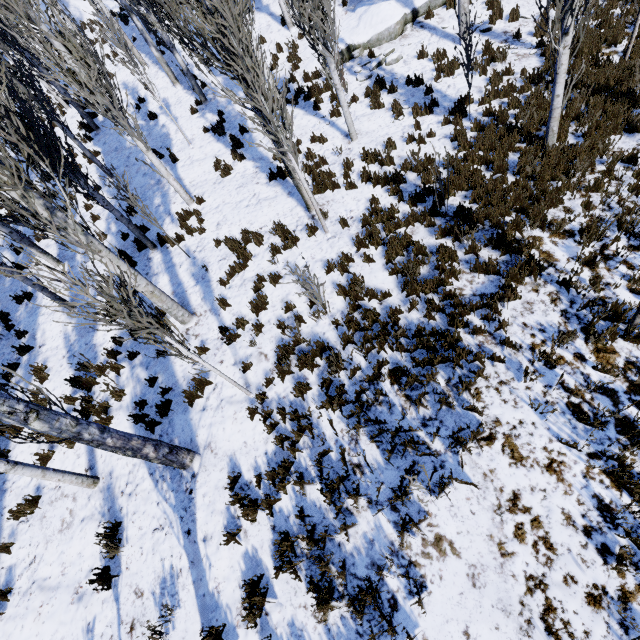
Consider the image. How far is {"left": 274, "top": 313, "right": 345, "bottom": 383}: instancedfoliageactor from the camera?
5.8m

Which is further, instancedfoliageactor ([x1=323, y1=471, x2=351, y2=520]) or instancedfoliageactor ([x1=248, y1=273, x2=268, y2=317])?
instancedfoliageactor ([x1=248, y1=273, x2=268, y2=317])

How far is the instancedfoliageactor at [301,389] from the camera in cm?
562

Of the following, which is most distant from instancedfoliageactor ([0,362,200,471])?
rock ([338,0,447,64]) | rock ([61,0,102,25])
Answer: rock ([61,0,102,25])

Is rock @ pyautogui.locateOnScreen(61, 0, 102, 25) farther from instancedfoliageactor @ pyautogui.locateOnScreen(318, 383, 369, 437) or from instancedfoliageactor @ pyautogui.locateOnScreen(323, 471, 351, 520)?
instancedfoliageactor @ pyautogui.locateOnScreen(323, 471, 351, 520)

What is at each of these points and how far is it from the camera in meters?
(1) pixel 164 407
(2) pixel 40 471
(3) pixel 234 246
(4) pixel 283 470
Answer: (1) instancedfoliageactor, 6.5
(2) instancedfoliageactor, 5.4
(3) instancedfoliageactor, 8.4
(4) instancedfoliageactor, 5.0
